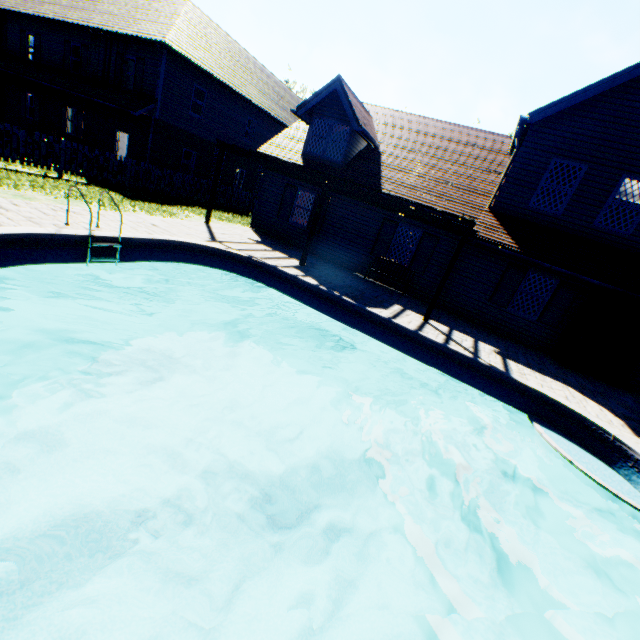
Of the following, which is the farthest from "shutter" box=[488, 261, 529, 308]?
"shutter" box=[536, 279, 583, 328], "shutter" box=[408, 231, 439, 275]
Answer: "shutter" box=[408, 231, 439, 275]

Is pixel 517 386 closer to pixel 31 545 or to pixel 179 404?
pixel 179 404

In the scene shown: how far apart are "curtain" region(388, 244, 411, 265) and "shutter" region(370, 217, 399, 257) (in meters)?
0.26

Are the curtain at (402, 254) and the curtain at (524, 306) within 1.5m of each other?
no

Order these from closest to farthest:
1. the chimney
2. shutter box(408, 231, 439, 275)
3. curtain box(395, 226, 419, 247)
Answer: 1. the chimney
2. shutter box(408, 231, 439, 275)
3. curtain box(395, 226, 419, 247)

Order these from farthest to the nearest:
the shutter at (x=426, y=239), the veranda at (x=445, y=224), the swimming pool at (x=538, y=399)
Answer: the shutter at (x=426, y=239) → the veranda at (x=445, y=224) → the swimming pool at (x=538, y=399)

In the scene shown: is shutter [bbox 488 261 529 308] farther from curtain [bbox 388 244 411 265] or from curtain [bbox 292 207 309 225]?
curtain [bbox 292 207 309 225]

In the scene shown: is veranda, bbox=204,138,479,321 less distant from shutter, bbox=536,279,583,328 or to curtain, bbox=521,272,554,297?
curtain, bbox=521,272,554,297
